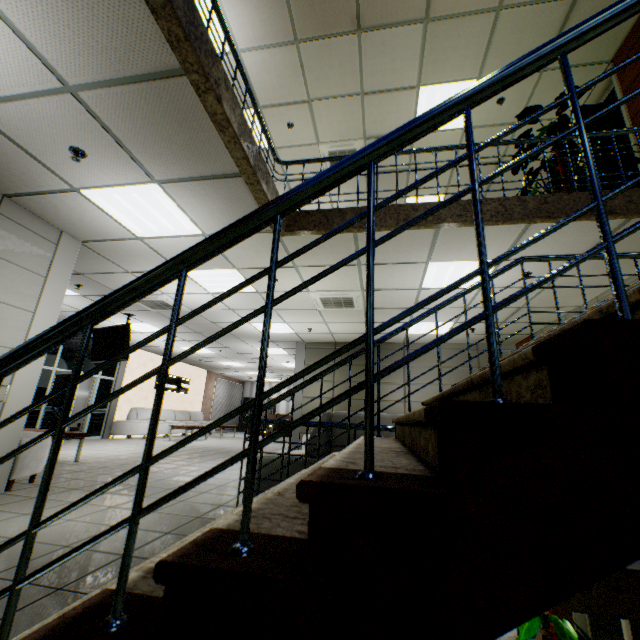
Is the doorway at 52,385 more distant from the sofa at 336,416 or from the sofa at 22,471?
the sofa at 336,416

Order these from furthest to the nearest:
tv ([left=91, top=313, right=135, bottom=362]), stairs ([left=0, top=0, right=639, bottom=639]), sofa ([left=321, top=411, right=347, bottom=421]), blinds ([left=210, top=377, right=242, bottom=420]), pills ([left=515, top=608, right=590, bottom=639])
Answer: blinds ([left=210, top=377, right=242, bottom=420]) → tv ([left=91, top=313, right=135, bottom=362]) → pills ([left=515, top=608, right=590, bottom=639]) → sofa ([left=321, top=411, right=347, bottom=421]) → stairs ([left=0, top=0, right=639, bottom=639])

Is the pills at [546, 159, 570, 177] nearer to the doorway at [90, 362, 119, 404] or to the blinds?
the doorway at [90, 362, 119, 404]

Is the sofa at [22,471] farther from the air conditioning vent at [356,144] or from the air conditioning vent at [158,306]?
the air conditioning vent at [356,144]

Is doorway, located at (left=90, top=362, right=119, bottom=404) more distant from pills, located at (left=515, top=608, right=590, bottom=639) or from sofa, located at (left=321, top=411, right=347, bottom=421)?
pills, located at (left=515, top=608, right=590, bottom=639)

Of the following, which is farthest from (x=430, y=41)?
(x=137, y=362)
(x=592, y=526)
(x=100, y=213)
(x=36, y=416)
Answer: (x=137, y=362)

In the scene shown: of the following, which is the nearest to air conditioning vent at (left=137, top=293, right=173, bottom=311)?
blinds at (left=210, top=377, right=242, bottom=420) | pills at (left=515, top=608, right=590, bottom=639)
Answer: pills at (left=515, top=608, right=590, bottom=639)

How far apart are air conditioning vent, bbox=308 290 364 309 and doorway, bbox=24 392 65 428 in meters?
7.4
